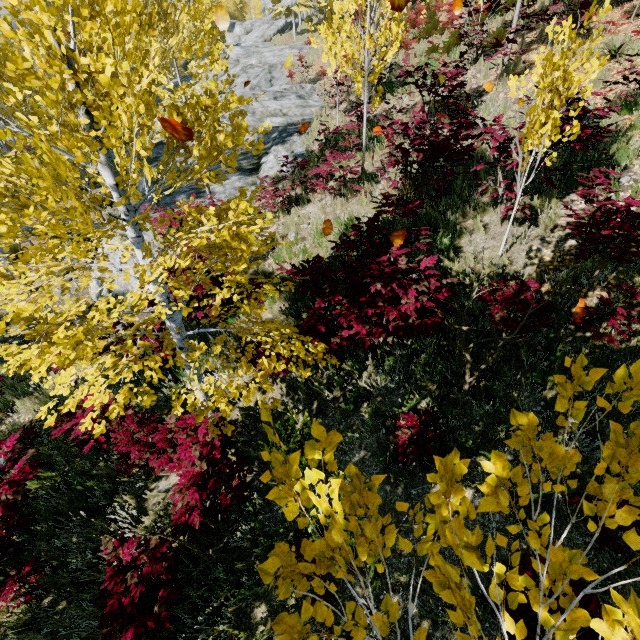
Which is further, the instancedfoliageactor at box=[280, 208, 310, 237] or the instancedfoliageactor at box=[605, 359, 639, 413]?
the instancedfoliageactor at box=[280, 208, 310, 237]

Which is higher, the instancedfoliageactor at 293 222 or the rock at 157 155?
the rock at 157 155

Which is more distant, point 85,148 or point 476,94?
point 476,94

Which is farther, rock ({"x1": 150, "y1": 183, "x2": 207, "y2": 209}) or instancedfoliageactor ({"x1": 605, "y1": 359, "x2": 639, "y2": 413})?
rock ({"x1": 150, "y1": 183, "x2": 207, "y2": 209})

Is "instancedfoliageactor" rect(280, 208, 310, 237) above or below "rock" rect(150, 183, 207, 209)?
above

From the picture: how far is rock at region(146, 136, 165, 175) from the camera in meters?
12.7

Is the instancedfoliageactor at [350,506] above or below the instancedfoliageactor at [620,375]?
below
